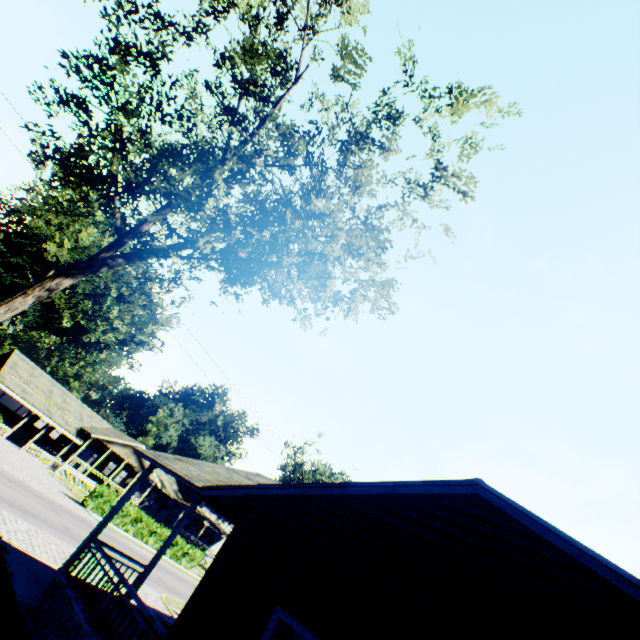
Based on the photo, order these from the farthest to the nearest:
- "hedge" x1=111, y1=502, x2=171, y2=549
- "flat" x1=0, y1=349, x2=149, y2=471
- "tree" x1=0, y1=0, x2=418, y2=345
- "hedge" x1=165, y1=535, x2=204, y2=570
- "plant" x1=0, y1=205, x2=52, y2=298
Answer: "plant" x1=0, y1=205, x2=52, y2=298 → "flat" x1=0, y1=349, x2=149, y2=471 → "hedge" x1=165, y1=535, x2=204, y2=570 → "hedge" x1=111, y1=502, x2=171, y2=549 → "tree" x1=0, y1=0, x2=418, y2=345

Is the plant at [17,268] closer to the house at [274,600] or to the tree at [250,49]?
the tree at [250,49]

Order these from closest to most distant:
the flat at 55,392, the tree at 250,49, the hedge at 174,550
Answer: the tree at 250,49, the hedge at 174,550, the flat at 55,392

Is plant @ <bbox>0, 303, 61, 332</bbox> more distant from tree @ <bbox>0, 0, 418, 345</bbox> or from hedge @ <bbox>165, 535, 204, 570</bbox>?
tree @ <bbox>0, 0, 418, 345</bbox>

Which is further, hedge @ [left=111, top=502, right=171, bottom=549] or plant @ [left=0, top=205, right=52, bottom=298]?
plant @ [left=0, top=205, right=52, bottom=298]

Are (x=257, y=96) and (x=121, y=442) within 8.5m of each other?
no

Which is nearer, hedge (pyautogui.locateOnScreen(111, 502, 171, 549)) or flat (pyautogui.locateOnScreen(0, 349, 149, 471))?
hedge (pyautogui.locateOnScreen(111, 502, 171, 549))

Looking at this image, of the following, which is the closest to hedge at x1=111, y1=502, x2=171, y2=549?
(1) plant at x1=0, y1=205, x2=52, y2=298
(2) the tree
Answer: (2) the tree
